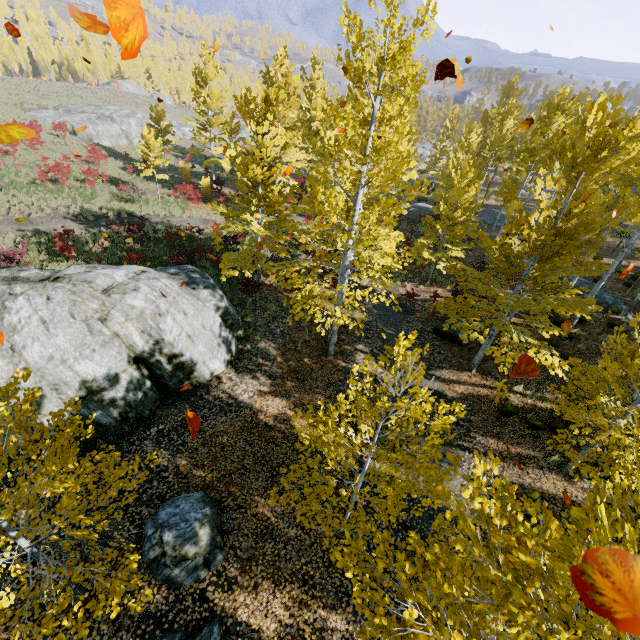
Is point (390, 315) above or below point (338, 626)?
below

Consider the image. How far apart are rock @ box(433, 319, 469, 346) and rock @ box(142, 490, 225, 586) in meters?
12.1 m

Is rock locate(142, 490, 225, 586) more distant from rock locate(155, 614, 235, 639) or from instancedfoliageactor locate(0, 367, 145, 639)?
instancedfoliageactor locate(0, 367, 145, 639)

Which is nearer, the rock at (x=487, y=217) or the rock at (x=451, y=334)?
the rock at (x=451, y=334)

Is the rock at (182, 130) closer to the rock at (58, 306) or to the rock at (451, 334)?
the rock at (58, 306)

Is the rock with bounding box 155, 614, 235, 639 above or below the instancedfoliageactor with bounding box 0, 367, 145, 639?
below

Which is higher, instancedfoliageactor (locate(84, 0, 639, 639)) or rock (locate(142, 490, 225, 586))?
instancedfoliageactor (locate(84, 0, 639, 639))

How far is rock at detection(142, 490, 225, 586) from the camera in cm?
636
